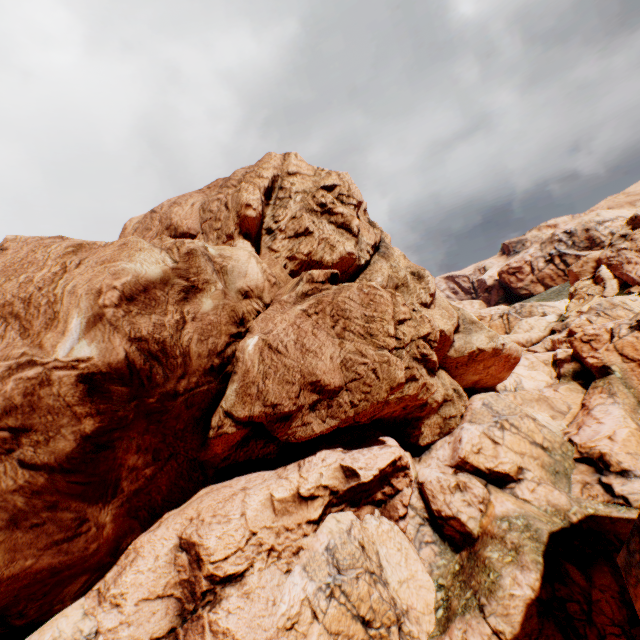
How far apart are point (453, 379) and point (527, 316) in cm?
4098
